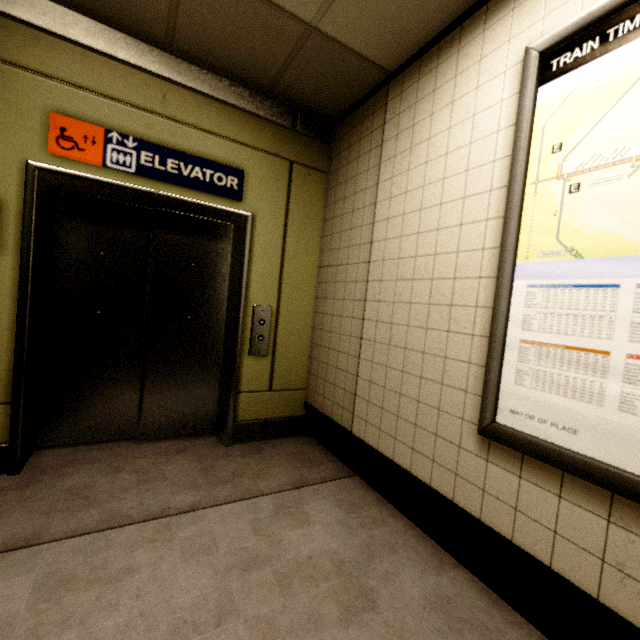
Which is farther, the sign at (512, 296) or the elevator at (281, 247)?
the elevator at (281, 247)

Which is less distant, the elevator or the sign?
the sign

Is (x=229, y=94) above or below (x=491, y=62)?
above
